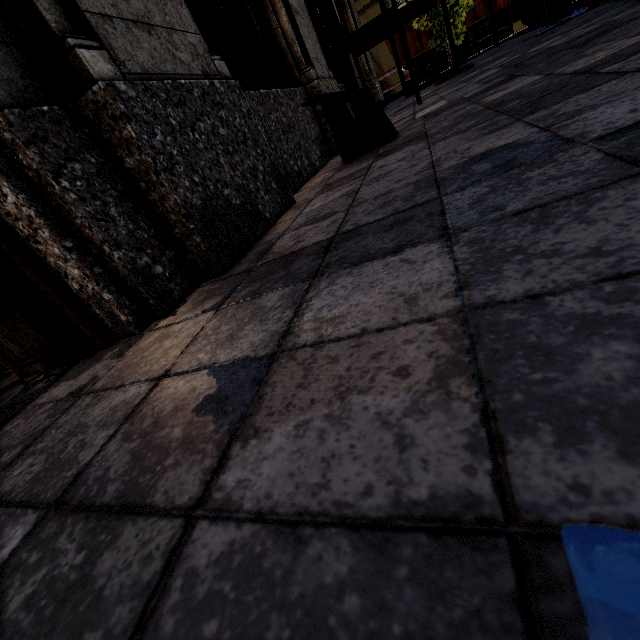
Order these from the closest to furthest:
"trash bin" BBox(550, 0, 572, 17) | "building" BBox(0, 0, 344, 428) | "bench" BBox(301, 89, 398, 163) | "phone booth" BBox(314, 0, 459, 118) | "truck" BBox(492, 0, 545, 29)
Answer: "building" BBox(0, 0, 344, 428)
"bench" BBox(301, 89, 398, 163)
"phone booth" BBox(314, 0, 459, 118)
"trash bin" BBox(550, 0, 572, 17)
"truck" BBox(492, 0, 545, 29)

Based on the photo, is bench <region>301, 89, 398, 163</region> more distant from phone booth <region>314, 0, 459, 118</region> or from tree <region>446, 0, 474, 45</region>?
tree <region>446, 0, 474, 45</region>

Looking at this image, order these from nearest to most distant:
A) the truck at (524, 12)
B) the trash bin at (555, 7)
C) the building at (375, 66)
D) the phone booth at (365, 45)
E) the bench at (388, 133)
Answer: the bench at (388, 133), the phone booth at (365, 45), the trash bin at (555, 7), the building at (375, 66), the truck at (524, 12)

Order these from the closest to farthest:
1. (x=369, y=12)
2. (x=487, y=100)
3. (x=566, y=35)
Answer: (x=487, y=100)
(x=566, y=35)
(x=369, y=12)

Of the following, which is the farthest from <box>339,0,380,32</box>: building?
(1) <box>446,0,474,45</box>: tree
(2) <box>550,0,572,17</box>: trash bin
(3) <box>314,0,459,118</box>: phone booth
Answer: (2) <box>550,0,572,17</box>: trash bin

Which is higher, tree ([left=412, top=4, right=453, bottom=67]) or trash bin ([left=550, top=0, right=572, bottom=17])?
tree ([left=412, top=4, right=453, bottom=67])

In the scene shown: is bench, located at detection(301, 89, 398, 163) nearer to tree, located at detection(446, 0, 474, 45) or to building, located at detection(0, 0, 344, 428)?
building, located at detection(0, 0, 344, 428)

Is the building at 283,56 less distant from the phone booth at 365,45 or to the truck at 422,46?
the phone booth at 365,45
